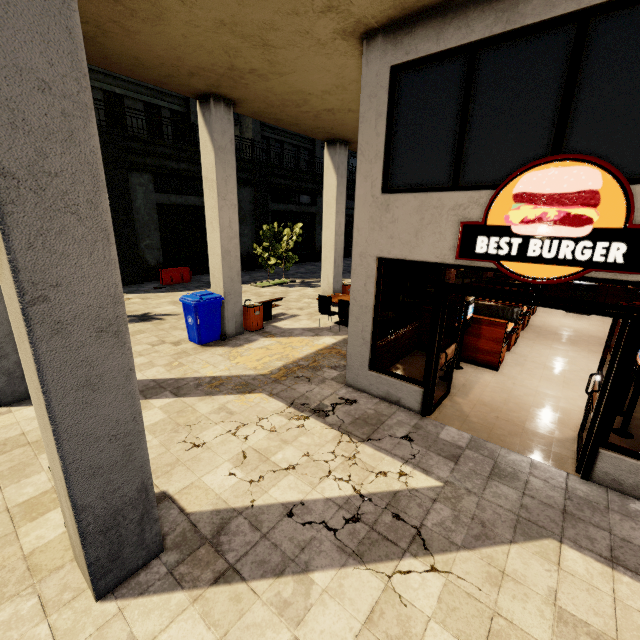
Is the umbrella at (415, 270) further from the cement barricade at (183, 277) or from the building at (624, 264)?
the cement barricade at (183, 277)

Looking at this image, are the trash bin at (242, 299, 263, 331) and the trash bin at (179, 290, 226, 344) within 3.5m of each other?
yes

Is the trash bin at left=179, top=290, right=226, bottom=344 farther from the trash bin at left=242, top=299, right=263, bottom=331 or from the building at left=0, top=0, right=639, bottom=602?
the trash bin at left=242, top=299, right=263, bottom=331

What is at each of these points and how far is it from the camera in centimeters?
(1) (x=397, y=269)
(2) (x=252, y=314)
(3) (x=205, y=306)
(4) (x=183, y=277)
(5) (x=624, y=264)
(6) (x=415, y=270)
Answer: (1) umbrella, 930cm
(2) trash bin, 962cm
(3) trash bin, 831cm
(4) cement barricade, 1694cm
(5) building, 353cm
(6) umbrella, 942cm

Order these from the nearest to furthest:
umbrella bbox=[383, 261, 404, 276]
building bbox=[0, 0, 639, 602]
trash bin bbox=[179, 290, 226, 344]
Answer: building bbox=[0, 0, 639, 602] → trash bin bbox=[179, 290, 226, 344] → umbrella bbox=[383, 261, 404, 276]

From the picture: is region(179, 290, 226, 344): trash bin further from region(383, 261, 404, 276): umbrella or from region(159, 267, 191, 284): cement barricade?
region(159, 267, 191, 284): cement barricade

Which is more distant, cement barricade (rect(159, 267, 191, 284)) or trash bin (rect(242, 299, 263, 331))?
cement barricade (rect(159, 267, 191, 284))

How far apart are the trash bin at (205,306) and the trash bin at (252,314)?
0.9 meters
